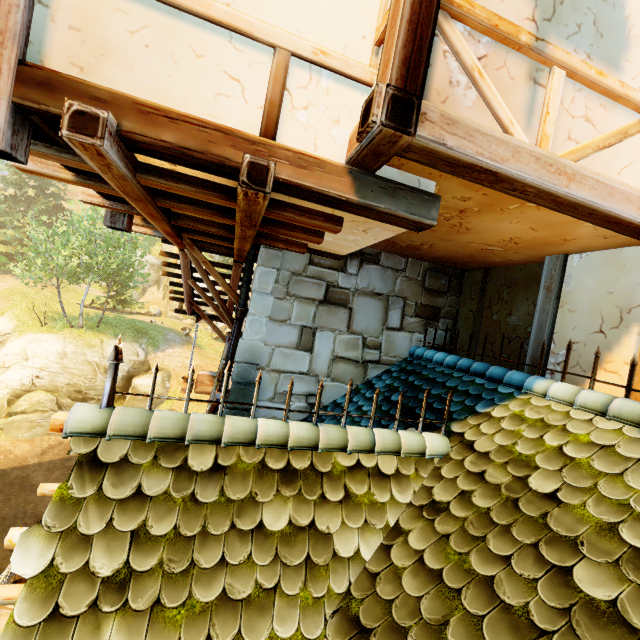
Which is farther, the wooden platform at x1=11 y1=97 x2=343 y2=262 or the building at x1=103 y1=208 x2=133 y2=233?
the building at x1=103 y1=208 x2=133 y2=233

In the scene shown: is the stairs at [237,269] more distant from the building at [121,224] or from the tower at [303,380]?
the building at [121,224]

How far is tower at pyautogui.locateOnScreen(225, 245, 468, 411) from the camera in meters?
4.6

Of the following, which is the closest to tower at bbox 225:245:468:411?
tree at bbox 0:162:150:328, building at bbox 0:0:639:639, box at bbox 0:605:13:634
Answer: building at bbox 0:0:639:639

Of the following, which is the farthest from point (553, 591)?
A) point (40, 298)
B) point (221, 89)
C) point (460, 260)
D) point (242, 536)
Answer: point (40, 298)

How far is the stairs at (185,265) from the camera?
5.9 meters

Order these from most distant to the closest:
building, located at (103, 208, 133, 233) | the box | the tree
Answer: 1. the tree
2. the box
3. building, located at (103, 208, 133, 233)

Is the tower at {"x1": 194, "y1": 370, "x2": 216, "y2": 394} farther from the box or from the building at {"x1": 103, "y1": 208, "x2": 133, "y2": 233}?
the box
